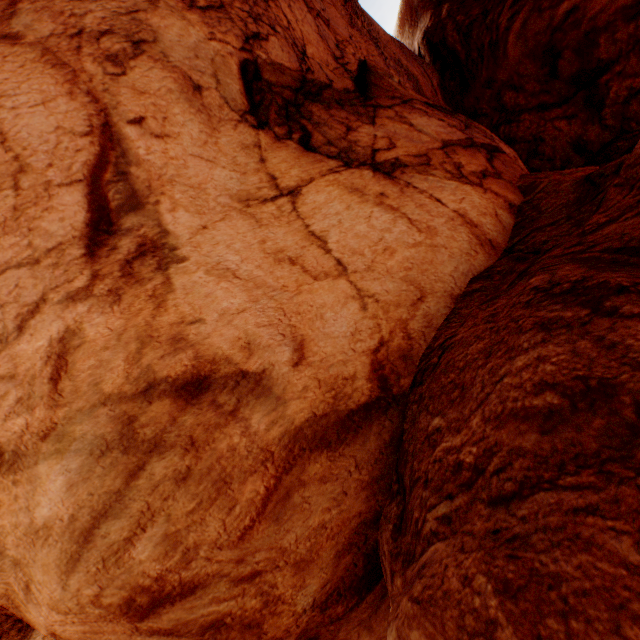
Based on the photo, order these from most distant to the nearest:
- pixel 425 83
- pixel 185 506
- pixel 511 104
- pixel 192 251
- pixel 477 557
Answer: pixel 511 104
pixel 425 83
pixel 192 251
pixel 185 506
pixel 477 557
